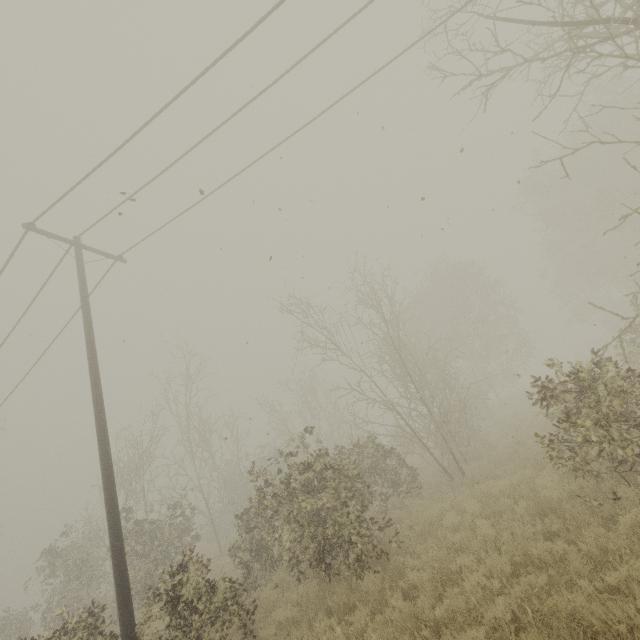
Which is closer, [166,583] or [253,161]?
[166,583]

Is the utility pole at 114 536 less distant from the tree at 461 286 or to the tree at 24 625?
the tree at 461 286

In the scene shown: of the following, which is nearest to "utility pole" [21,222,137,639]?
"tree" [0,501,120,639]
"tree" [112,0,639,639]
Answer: "tree" [112,0,639,639]

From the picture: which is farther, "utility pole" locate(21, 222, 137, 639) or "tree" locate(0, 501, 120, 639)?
"tree" locate(0, 501, 120, 639)

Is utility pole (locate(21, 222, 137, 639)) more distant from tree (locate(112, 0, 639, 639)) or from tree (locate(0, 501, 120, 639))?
tree (locate(0, 501, 120, 639))
